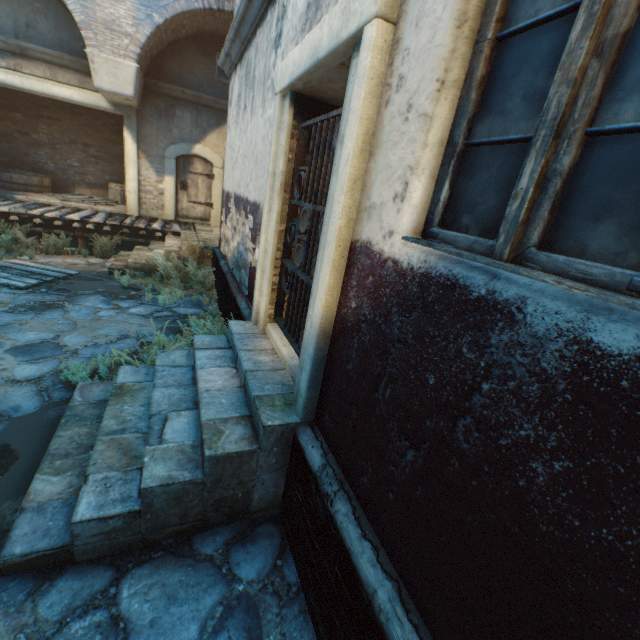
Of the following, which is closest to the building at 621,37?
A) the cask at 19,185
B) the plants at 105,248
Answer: the plants at 105,248

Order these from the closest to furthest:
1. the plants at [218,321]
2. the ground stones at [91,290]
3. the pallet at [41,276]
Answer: the plants at [218,321]
the ground stones at [91,290]
the pallet at [41,276]

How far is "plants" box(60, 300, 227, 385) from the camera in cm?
384

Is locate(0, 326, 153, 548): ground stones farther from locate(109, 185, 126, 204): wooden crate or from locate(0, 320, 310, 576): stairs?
locate(109, 185, 126, 204): wooden crate

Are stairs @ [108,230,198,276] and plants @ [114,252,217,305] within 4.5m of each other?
yes

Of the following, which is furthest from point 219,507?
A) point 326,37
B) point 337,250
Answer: point 326,37

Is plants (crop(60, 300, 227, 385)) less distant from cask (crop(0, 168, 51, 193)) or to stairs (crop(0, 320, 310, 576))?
stairs (crop(0, 320, 310, 576))

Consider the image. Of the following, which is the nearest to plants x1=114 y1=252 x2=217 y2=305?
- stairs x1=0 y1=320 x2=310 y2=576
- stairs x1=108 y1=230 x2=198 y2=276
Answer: stairs x1=108 y1=230 x2=198 y2=276
